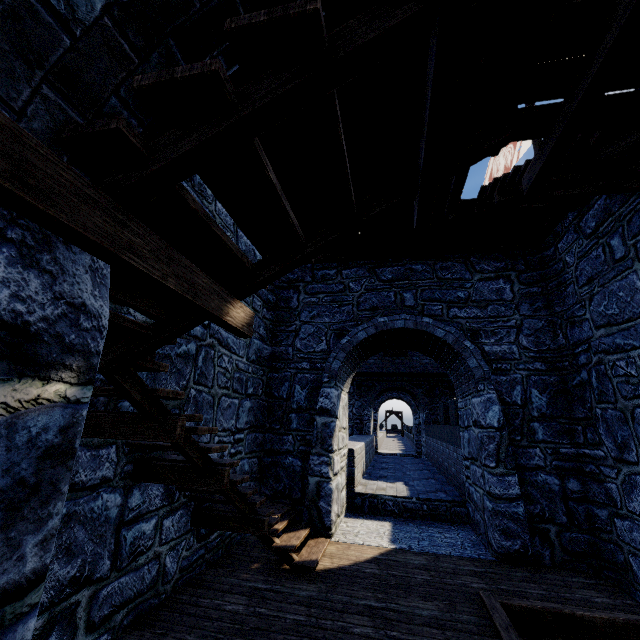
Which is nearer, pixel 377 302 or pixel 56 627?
pixel 56 627

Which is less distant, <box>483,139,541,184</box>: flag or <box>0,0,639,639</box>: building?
<box>0,0,639,639</box>: building

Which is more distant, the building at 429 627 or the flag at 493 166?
the flag at 493 166

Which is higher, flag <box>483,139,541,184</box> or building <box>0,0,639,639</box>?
flag <box>483,139,541,184</box>

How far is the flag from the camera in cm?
958

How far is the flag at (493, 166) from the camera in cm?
958
